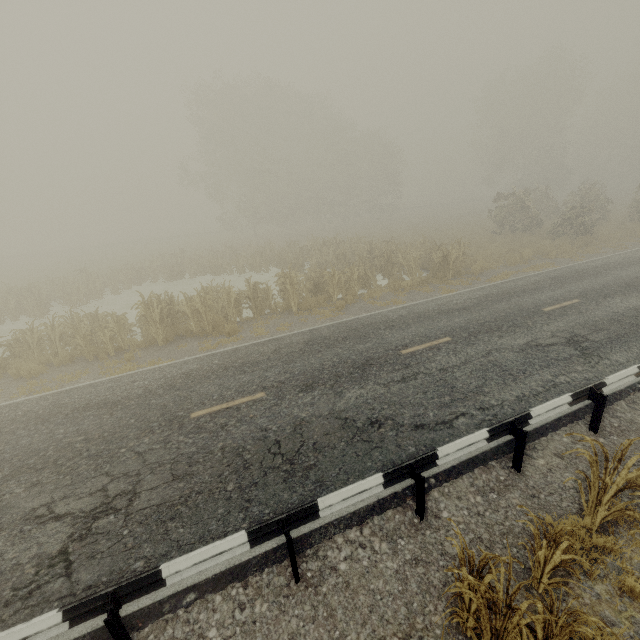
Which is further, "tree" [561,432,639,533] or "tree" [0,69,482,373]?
"tree" [0,69,482,373]

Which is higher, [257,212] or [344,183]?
[344,183]

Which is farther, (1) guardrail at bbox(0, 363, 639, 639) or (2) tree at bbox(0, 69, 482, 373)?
(2) tree at bbox(0, 69, 482, 373)

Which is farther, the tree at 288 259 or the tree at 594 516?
the tree at 288 259

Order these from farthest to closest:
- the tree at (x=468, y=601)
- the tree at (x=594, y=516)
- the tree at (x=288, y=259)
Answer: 1. the tree at (x=288, y=259)
2. the tree at (x=594, y=516)
3. the tree at (x=468, y=601)
